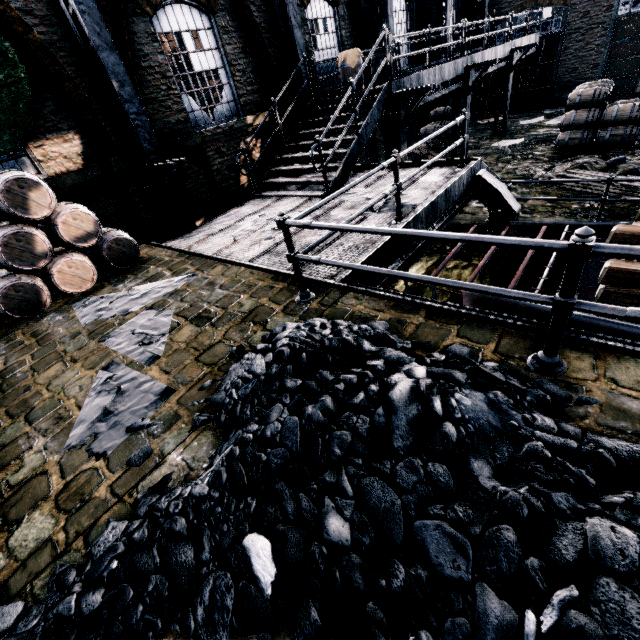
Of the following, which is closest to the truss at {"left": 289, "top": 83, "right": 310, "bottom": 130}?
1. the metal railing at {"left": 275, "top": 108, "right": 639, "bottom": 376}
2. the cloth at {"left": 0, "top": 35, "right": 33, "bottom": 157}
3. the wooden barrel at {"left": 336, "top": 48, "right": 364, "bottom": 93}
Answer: the wooden barrel at {"left": 336, "top": 48, "right": 364, "bottom": 93}

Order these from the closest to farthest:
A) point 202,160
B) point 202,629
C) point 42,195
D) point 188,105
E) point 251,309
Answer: point 202,629, point 251,309, point 42,195, point 188,105, point 202,160

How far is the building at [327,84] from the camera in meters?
12.8

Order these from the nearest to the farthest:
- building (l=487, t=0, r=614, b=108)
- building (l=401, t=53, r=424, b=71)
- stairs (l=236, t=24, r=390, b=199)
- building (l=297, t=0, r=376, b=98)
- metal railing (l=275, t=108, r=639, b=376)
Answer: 1. metal railing (l=275, t=108, r=639, b=376)
2. stairs (l=236, t=24, r=390, b=199)
3. building (l=297, t=0, r=376, b=98)
4. building (l=401, t=53, r=424, b=71)
5. building (l=487, t=0, r=614, b=108)

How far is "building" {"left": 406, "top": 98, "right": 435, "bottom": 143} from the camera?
18.15m

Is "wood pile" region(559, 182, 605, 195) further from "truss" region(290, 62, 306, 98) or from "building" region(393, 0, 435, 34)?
"building" region(393, 0, 435, 34)

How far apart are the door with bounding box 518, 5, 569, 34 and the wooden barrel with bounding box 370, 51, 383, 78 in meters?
14.2

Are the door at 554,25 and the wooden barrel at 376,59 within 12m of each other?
no
